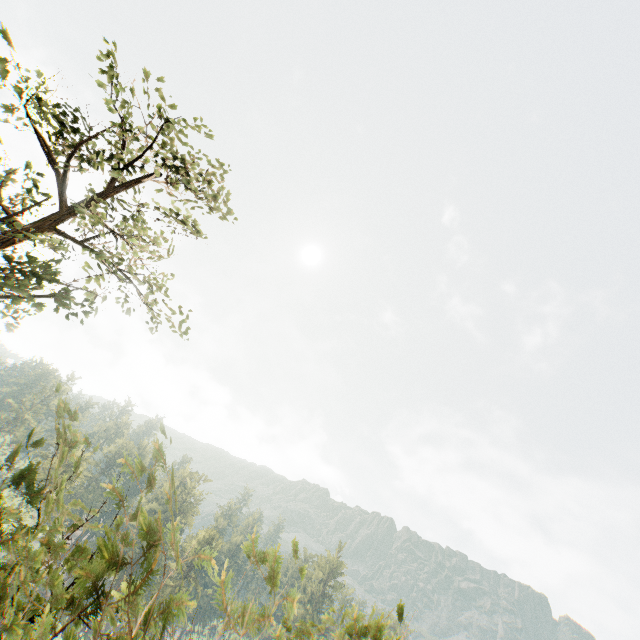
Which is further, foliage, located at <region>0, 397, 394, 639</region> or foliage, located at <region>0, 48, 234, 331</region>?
foliage, located at <region>0, 48, 234, 331</region>

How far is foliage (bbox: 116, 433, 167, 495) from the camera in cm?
169

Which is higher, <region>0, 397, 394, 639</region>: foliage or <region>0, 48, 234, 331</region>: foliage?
<region>0, 48, 234, 331</region>: foliage

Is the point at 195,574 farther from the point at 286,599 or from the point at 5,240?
the point at 286,599

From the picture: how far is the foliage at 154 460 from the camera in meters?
1.7

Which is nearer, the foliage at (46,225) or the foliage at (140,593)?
the foliage at (140,593)
